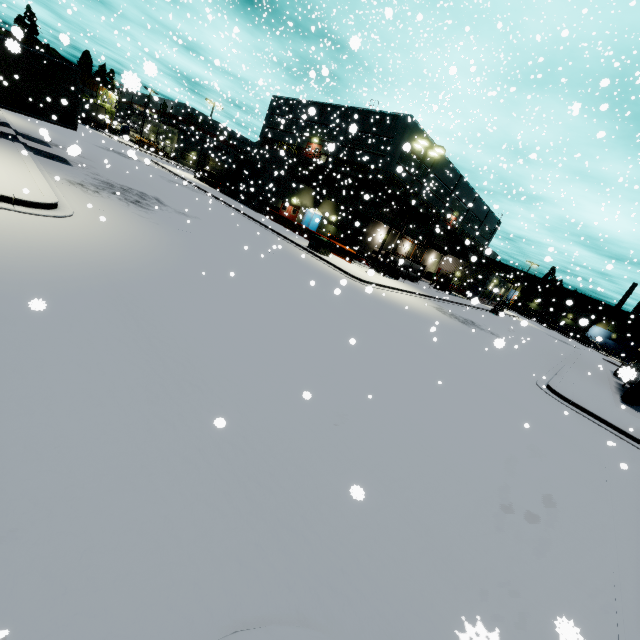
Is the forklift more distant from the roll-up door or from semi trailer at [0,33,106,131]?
the roll-up door

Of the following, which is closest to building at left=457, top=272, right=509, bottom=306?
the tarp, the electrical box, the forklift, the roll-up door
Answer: the roll-up door

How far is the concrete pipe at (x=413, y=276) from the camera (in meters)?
36.25

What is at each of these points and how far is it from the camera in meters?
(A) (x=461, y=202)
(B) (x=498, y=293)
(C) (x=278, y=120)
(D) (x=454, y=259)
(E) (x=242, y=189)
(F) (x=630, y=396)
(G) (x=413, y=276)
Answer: (A) building, 48.7
(B) building, 58.0
(C) building, 21.7
(D) building, 52.7
(E) roll-up door, 38.1
(F) semi trailer, 21.8
(G) concrete pipe, 36.5

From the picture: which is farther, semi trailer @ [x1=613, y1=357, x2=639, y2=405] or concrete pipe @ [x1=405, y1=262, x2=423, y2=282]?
concrete pipe @ [x1=405, y1=262, x2=423, y2=282]

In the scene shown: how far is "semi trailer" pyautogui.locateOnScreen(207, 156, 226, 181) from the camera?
50.6 meters

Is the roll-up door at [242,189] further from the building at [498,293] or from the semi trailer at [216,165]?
the semi trailer at [216,165]

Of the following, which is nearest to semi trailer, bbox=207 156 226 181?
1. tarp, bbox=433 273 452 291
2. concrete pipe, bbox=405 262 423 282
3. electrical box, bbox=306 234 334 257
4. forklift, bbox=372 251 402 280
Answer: tarp, bbox=433 273 452 291
